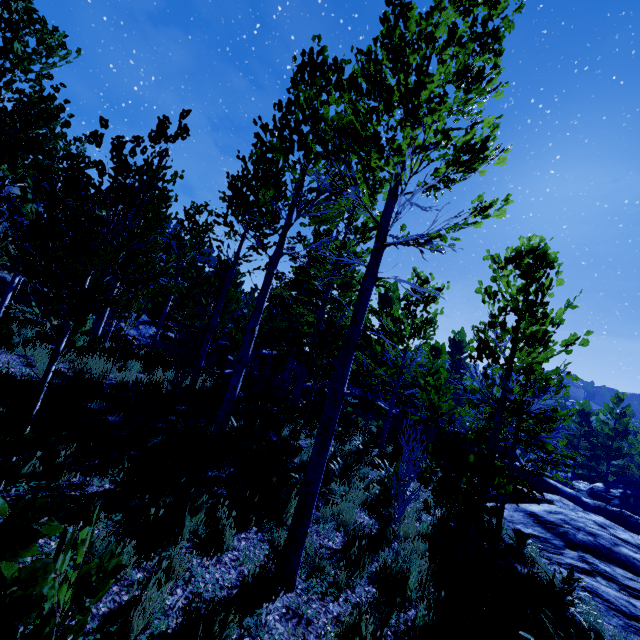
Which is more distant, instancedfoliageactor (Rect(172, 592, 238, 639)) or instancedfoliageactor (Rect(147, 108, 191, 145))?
instancedfoliageactor (Rect(147, 108, 191, 145))

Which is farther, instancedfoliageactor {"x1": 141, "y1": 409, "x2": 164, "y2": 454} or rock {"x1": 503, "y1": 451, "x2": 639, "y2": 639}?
rock {"x1": 503, "y1": 451, "x2": 639, "y2": 639}

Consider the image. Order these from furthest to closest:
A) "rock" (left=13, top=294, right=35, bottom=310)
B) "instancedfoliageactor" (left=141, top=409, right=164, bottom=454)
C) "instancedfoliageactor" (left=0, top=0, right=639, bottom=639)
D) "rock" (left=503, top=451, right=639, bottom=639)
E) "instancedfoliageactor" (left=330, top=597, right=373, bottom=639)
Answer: "rock" (left=13, top=294, right=35, bottom=310), "rock" (left=503, top=451, right=639, bottom=639), "instancedfoliageactor" (left=141, top=409, right=164, bottom=454), "instancedfoliageactor" (left=0, top=0, right=639, bottom=639), "instancedfoliageactor" (left=330, top=597, right=373, bottom=639)

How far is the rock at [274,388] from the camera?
14.0m

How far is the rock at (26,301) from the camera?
25.1 meters

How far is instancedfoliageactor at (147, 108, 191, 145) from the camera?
4.2m

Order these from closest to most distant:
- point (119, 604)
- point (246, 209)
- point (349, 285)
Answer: point (119, 604), point (246, 209), point (349, 285)

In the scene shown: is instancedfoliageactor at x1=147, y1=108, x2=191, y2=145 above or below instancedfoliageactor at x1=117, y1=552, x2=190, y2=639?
above
